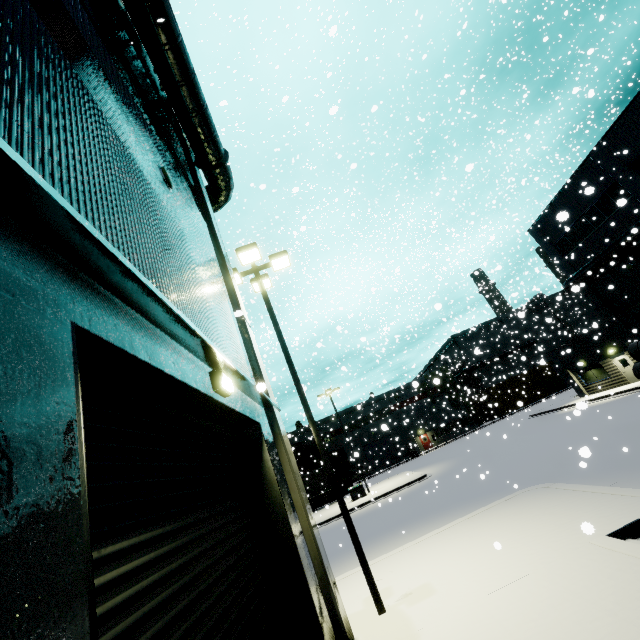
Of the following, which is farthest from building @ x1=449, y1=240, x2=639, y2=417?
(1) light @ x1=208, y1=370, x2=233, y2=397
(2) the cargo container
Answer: (2) the cargo container

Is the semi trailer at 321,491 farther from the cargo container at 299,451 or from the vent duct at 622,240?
the vent duct at 622,240

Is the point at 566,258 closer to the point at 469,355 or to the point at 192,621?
the point at 192,621

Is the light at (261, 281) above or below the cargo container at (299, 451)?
above

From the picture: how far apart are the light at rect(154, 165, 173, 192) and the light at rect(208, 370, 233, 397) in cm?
374

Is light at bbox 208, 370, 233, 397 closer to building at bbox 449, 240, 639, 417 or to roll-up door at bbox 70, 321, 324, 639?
roll-up door at bbox 70, 321, 324, 639

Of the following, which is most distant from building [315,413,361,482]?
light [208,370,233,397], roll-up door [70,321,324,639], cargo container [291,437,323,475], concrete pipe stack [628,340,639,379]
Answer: concrete pipe stack [628,340,639,379]

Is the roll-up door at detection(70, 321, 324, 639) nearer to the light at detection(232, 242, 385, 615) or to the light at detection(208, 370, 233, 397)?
the light at detection(208, 370, 233, 397)
